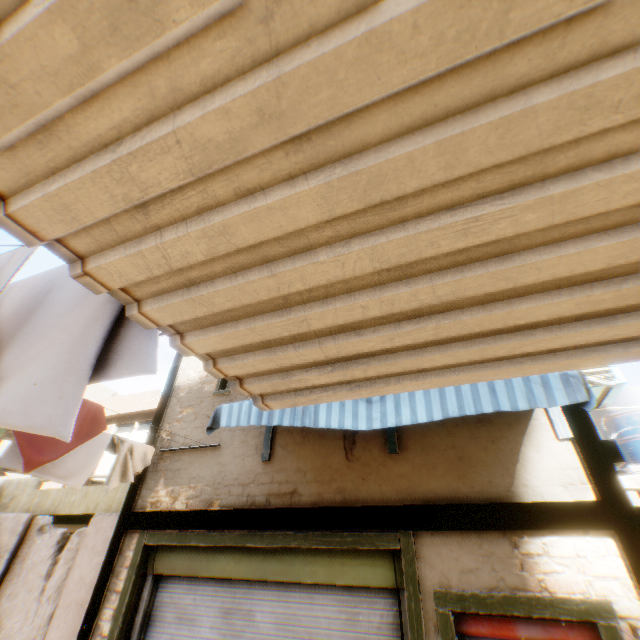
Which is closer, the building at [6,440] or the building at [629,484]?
the building at [629,484]

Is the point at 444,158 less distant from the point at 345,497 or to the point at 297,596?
the point at 345,497

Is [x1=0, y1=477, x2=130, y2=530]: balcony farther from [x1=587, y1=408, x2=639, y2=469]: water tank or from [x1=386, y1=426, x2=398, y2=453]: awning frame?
[x1=587, y1=408, x2=639, y2=469]: water tank

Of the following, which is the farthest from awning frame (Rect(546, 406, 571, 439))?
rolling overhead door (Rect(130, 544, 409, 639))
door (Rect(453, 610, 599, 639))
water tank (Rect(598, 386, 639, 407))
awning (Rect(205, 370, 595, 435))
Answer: water tank (Rect(598, 386, 639, 407))

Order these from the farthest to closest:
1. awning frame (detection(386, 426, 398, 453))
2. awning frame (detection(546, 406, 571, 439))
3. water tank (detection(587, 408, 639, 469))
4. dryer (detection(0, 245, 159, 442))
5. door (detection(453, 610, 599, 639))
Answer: water tank (detection(587, 408, 639, 469)), awning frame (detection(386, 426, 398, 453)), awning frame (detection(546, 406, 571, 439)), door (detection(453, 610, 599, 639)), dryer (detection(0, 245, 159, 442))

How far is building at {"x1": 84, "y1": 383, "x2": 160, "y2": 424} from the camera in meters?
10.9

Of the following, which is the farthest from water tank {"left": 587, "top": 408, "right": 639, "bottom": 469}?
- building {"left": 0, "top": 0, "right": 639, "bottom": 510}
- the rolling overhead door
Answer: the rolling overhead door

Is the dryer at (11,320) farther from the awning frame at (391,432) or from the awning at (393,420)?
the awning frame at (391,432)
